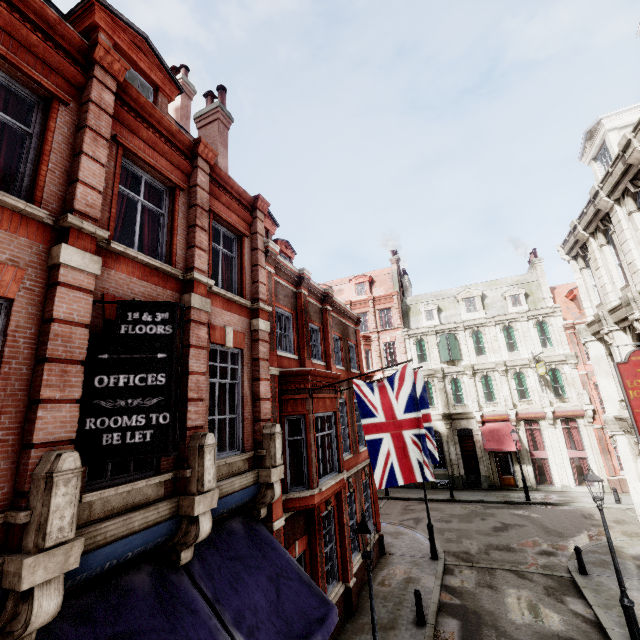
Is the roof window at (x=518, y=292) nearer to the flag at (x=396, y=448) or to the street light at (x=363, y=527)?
the flag at (x=396, y=448)

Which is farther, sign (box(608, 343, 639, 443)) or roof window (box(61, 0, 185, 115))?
sign (box(608, 343, 639, 443))

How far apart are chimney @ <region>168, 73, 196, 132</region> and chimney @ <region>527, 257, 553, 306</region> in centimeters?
2946cm

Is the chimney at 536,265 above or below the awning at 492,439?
above

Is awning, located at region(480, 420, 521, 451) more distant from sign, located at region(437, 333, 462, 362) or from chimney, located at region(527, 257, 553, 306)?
chimney, located at region(527, 257, 553, 306)

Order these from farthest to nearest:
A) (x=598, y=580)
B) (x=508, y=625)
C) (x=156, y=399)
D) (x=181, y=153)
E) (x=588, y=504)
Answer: (x=588, y=504)
(x=598, y=580)
(x=508, y=625)
(x=181, y=153)
(x=156, y=399)

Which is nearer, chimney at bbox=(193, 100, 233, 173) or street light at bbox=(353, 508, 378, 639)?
street light at bbox=(353, 508, 378, 639)

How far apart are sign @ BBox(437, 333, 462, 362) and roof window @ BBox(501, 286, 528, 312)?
4.8 meters
